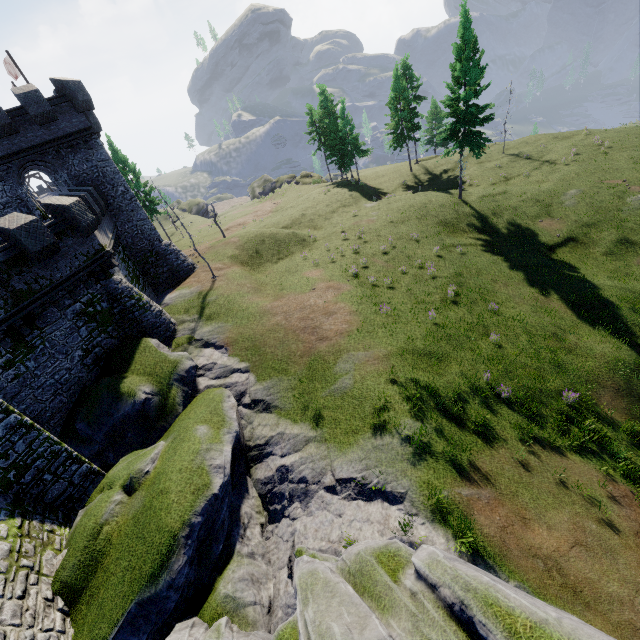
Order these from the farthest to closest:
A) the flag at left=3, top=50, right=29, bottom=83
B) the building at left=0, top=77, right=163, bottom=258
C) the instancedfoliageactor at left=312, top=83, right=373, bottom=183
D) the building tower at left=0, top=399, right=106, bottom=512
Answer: the instancedfoliageactor at left=312, top=83, right=373, bottom=183 < the flag at left=3, top=50, right=29, bottom=83 < the building at left=0, top=77, right=163, bottom=258 < the building tower at left=0, top=399, right=106, bottom=512

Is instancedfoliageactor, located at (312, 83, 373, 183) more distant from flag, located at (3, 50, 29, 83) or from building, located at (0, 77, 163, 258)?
flag, located at (3, 50, 29, 83)

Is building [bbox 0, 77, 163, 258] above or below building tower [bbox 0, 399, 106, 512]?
above

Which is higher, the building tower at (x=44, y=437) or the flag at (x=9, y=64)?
the flag at (x=9, y=64)

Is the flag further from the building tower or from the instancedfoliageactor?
the instancedfoliageactor

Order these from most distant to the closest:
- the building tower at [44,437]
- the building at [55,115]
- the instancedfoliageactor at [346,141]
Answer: the instancedfoliageactor at [346,141], the building at [55,115], the building tower at [44,437]

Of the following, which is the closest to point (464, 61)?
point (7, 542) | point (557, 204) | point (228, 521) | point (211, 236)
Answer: point (557, 204)

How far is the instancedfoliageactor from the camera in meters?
44.2
